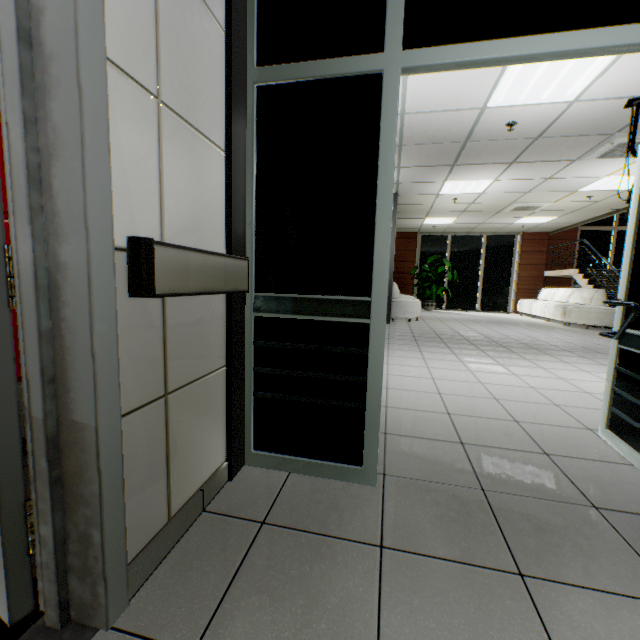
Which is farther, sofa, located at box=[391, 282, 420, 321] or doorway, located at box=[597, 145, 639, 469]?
sofa, located at box=[391, 282, 420, 321]

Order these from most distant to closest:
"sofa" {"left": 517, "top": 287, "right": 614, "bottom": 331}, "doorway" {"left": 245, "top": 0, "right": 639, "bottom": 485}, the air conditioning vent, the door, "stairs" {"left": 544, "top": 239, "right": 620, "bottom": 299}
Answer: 1. "stairs" {"left": 544, "top": 239, "right": 620, "bottom": 299}
2. "sofa" {"left": 517, "top": 287, "right": 614, "bottom": 331}
3. the air conditioning vent
4. "doorway" {"left": 245, "top": 0, "right": 639, "bottom": 485}
5. the door

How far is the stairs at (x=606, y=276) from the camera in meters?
9.2

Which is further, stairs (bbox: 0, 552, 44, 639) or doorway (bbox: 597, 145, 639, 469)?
doorway (bbox: 597, 145, 639, 469)

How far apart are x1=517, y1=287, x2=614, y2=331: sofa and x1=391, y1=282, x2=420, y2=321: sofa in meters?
4.0

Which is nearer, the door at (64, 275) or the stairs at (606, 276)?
the door at (64, 275)

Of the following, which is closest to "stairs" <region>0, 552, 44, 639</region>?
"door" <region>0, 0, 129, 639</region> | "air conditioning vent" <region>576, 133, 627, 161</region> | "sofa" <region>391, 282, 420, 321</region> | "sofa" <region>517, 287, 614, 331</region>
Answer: "door" <region>0, 0, 129, 639</region>

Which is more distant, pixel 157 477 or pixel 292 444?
pixel 292 444
